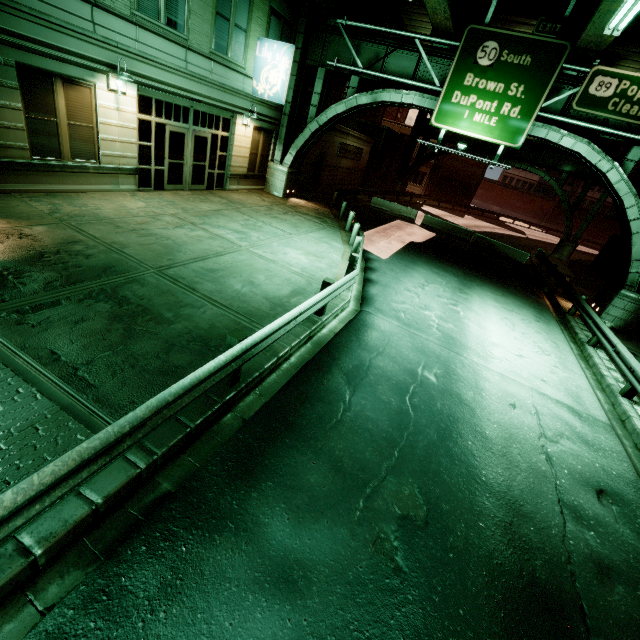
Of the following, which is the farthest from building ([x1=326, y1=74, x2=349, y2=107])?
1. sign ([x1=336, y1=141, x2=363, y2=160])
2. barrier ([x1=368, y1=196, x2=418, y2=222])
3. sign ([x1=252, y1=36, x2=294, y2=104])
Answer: sign ([x1=252, y1=36, x2=294, y2=104])

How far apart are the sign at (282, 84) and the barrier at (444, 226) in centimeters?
1647cm

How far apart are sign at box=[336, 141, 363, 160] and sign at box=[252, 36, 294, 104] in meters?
12.3 m

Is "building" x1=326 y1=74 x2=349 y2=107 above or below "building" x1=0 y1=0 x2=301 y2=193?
above

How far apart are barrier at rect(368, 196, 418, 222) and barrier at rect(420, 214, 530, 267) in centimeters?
477cm

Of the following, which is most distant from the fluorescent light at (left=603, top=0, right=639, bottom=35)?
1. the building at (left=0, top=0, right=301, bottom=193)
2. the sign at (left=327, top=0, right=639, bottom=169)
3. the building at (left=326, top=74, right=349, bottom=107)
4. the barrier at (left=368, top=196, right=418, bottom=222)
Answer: the barrier at (left=368, top=196, right=418, bottom=222)

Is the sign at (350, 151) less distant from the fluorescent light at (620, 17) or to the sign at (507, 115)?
the sign at (507, 115)

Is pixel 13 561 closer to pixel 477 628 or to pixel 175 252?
pixel 477 628
